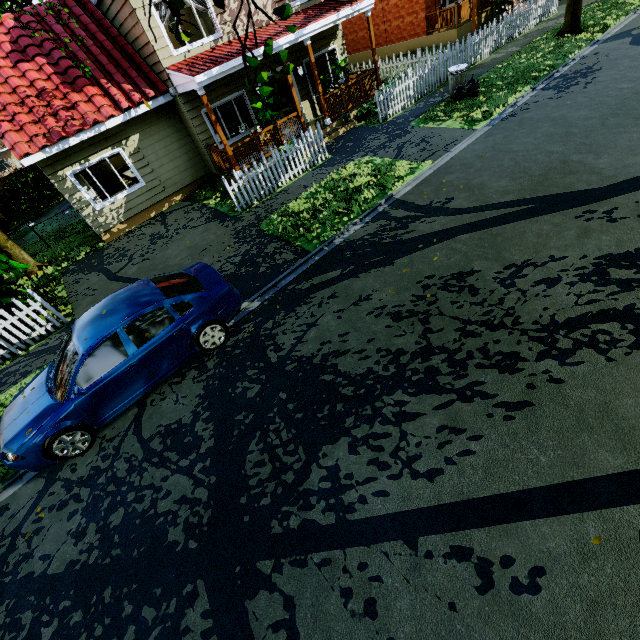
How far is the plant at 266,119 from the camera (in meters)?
11.41

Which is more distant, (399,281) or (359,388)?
(399,281)

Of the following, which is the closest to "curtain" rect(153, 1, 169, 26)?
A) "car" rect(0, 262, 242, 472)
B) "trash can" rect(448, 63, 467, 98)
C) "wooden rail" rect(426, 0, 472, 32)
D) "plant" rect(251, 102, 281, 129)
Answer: "plant" rect(251, 102, 281, 129)

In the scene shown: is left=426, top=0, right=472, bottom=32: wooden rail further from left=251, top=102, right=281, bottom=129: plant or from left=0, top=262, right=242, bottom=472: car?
left=0, top=262, right=242, bottom=472: car

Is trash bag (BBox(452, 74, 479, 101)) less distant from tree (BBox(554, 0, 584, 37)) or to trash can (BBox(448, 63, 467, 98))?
trash can (BBox(448, 63, 467, 98))

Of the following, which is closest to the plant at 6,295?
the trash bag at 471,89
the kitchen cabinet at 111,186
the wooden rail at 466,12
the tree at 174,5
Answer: the tree at 174,5

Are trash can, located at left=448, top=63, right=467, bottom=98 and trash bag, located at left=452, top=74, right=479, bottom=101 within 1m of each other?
yes

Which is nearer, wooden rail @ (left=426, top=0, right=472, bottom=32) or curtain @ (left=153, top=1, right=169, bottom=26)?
curtain @ (left=153, top=1, right=169, bottom=26)
